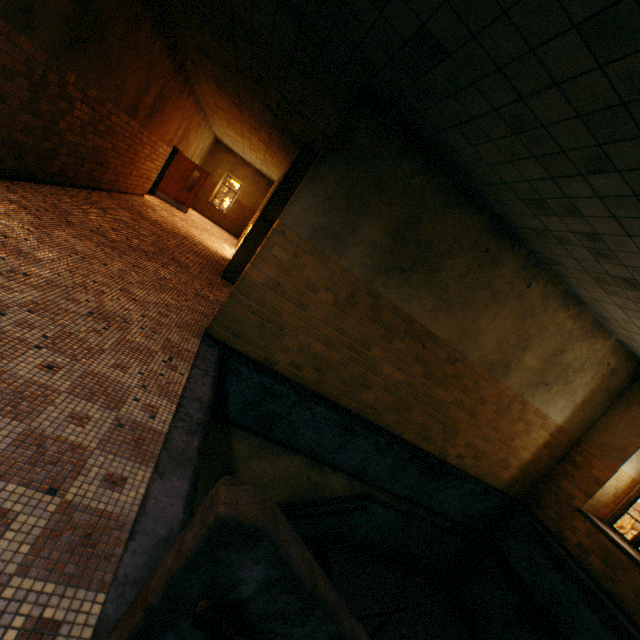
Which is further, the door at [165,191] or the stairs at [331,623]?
the door at [165,191]

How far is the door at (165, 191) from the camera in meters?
13.2 m

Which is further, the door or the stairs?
the door

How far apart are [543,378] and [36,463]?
7.5m

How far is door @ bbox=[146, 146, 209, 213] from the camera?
13.2 meters
